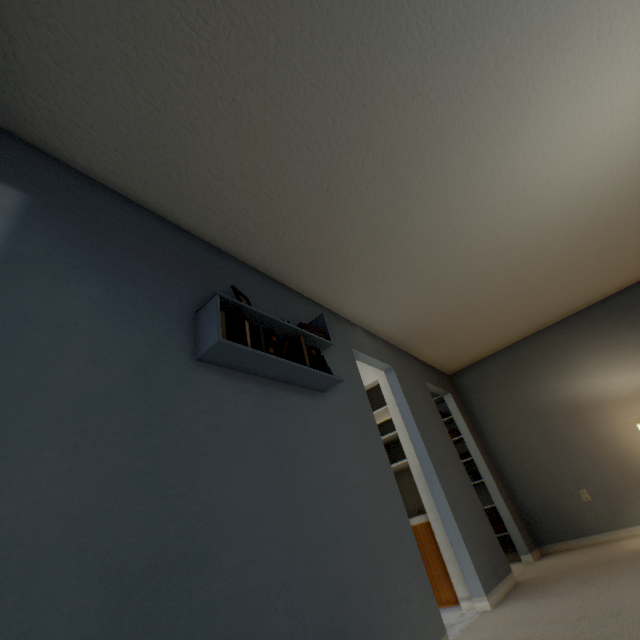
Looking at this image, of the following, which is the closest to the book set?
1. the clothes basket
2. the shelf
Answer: the shelf

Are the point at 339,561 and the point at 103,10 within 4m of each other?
yes

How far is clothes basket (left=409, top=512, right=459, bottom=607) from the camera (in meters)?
2.84

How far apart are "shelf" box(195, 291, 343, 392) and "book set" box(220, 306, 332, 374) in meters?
0.0

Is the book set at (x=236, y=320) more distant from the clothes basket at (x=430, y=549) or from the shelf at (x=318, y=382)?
the clothes basket at (x=430, y=549)

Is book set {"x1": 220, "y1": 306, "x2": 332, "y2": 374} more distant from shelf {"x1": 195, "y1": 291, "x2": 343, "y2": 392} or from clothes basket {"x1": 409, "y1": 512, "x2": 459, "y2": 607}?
clothes basket {"x1": 409, "y1": 512, "x2": 459, "y2": 607}

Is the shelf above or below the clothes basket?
above

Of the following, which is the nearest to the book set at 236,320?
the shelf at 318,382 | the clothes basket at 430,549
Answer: the shelf at 318,382
